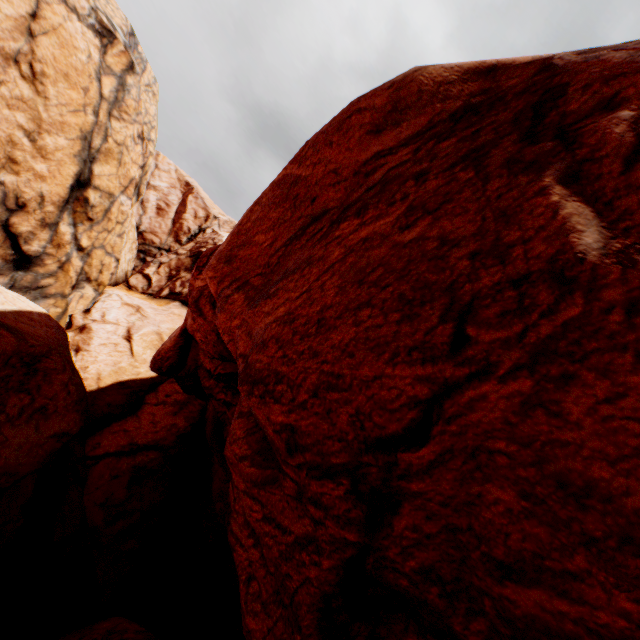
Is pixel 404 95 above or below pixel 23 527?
above
